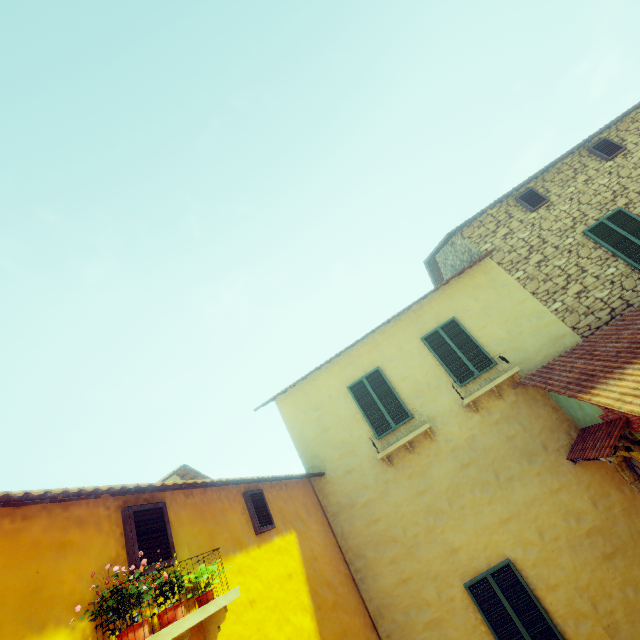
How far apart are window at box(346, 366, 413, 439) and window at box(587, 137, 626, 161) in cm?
881

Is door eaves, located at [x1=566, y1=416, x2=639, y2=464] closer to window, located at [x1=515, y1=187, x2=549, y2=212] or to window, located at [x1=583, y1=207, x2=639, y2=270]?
window, located at [x1=583, y1=207, x2=639, y2=270]

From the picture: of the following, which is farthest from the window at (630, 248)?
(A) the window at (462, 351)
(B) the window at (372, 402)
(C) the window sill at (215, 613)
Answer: (C) the window sill at (215, 613)

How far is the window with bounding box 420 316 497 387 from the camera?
8.3m

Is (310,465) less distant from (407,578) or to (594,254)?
(407,578)

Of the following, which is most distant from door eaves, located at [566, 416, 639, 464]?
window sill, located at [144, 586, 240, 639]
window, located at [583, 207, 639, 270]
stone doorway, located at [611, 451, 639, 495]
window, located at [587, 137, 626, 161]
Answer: window, located at [587, 137, 626, 161]

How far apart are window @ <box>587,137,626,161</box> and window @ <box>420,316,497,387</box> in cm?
632

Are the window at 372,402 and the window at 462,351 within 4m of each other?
yes
